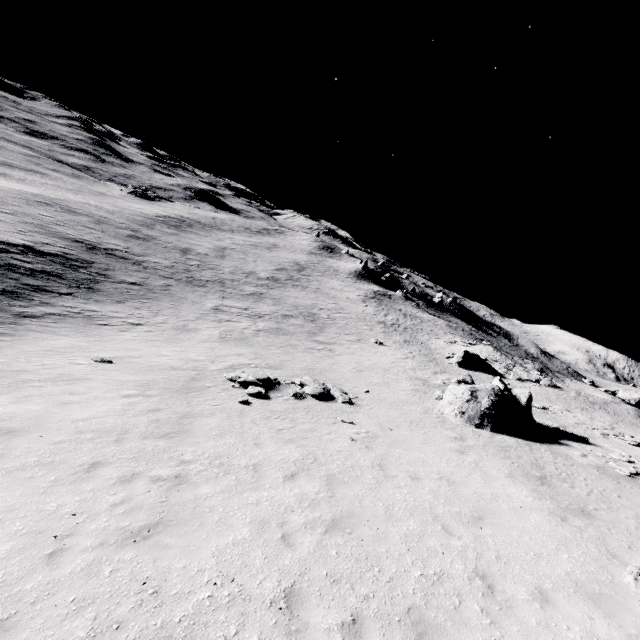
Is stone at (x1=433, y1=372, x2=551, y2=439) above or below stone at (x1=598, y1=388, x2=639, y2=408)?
below

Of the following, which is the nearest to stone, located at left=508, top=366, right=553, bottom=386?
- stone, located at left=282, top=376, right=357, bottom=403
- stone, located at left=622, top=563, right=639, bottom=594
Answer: stone, located at left=282, top=376, right=357, bottom=403

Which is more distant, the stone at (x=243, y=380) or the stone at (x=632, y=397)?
the stone at (x=632, y=397)

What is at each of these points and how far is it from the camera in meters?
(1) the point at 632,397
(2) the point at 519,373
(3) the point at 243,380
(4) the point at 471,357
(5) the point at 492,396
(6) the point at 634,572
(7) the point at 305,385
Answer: (1) stone, 37.9 m
(2) stone, 38.0 m
(3) stone, 16.3 m
(4) stone, 38.3 m
(5) stone, 17.9 m
(6) stone, 7.2 m
(7) stone, 17.7 m

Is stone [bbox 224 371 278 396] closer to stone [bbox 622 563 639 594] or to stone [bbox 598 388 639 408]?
stone [bbox 622 563 639 594]

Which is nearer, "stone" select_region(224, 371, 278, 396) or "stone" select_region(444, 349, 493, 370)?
"stone" select_region(224, 371, 278, 396)

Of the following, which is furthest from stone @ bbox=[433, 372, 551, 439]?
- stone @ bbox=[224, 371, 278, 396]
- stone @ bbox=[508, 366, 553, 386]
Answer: stone @ bbox=[508, 366, 553, 386]

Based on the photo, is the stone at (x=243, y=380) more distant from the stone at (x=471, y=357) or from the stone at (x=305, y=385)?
the stone at (x=471, y=357)
